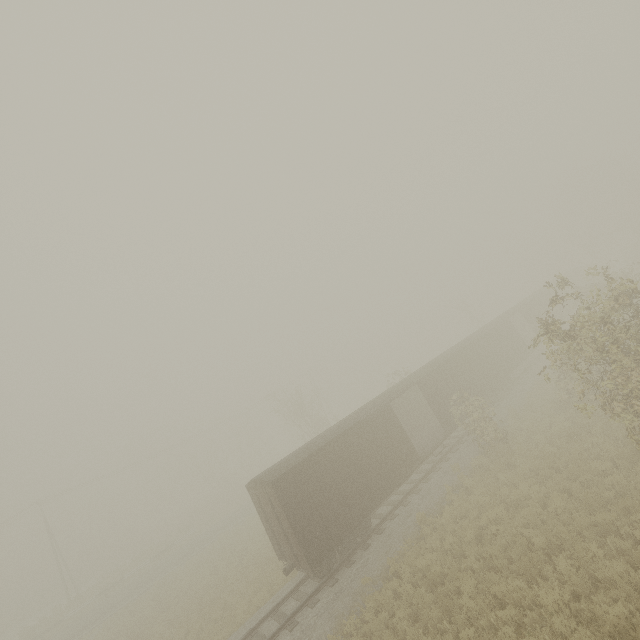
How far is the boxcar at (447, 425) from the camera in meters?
13.3 m

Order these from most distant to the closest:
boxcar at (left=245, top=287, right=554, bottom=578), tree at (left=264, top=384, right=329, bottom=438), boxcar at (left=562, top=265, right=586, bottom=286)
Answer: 1. boxcar at (left=562, top=265, right=586, bottom=286)
2. tree at (left=264, top=384, right=329, bottom=438)
3. boxcar at (left=245, top=287, right=554, bottom=578)

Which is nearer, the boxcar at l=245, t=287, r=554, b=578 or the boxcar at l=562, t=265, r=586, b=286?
the boxcar at l=245, t=287, r=554, b=578

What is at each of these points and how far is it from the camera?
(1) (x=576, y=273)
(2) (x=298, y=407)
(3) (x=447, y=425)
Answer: (1) boxcar, 43.9 meters
(2) tree, 33.7 meters
(3) boxcar, 19.4 meters

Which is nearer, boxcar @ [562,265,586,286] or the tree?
the tree

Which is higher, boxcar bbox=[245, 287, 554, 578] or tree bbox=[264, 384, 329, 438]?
tree bbox=[264, 384, 329, 438]

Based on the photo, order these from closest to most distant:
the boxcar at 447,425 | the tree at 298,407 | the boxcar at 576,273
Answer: the boxcar at 447,425 → the tree at 298,407 → the boxcar at 576,273
